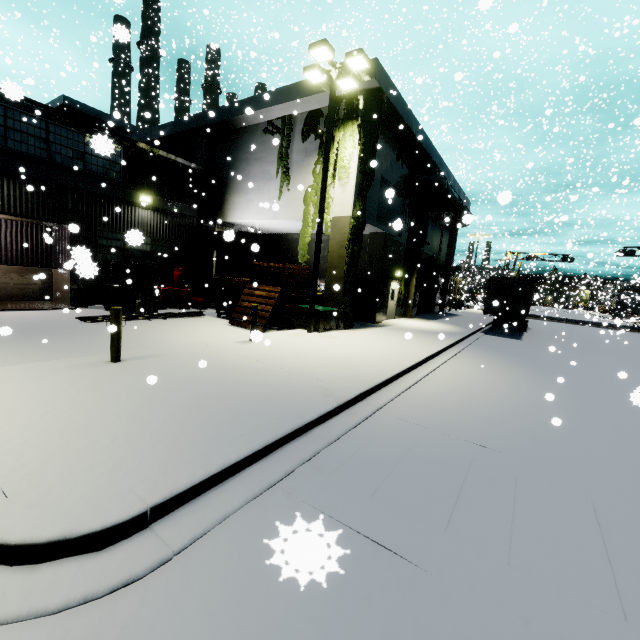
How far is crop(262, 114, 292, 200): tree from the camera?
15.6m

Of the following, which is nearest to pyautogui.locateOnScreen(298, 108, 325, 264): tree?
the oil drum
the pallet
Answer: the pallet

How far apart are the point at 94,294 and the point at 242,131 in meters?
11.3

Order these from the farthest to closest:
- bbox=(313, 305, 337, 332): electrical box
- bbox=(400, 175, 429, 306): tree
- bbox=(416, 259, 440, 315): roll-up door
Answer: bbox=(416, 259, 440, 315): roll-up door < bbox=(400, 175, 429, 306): tree < bbox=(313, 305, 337, 332): electrical box

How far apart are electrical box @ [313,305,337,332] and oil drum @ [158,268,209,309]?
6.3 meters

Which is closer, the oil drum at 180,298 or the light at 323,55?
the light at 323,55

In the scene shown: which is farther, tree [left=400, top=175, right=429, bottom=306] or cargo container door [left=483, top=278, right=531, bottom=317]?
A: tree [left=400, top=175, right=429, bottom=306]

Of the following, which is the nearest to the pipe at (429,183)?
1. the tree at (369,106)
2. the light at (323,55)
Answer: the tree at (369,106)
